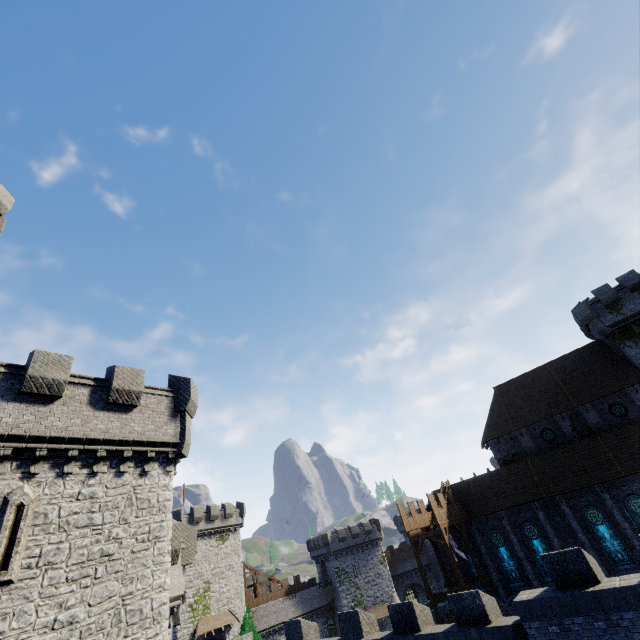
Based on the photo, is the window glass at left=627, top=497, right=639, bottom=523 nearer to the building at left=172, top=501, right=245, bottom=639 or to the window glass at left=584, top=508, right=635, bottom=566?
the window glass at left=584, top=508, right=635, bottom=566

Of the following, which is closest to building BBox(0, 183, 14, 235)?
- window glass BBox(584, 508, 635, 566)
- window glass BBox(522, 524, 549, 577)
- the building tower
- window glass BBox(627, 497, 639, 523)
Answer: the building tower

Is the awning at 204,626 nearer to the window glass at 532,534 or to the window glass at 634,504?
the window glass at 532,534

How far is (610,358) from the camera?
30.94m

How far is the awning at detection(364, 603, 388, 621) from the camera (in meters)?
49.91

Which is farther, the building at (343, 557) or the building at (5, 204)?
the building at (343, 557)

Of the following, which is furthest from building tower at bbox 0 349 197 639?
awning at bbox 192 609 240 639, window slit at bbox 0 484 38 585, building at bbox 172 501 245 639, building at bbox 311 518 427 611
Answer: building at bbox 311 518 427 611

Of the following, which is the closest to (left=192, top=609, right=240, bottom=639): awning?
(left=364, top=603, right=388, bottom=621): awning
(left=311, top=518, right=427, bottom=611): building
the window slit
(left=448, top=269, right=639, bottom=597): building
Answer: (left=311, top=518, right=427, bottom=611): building
